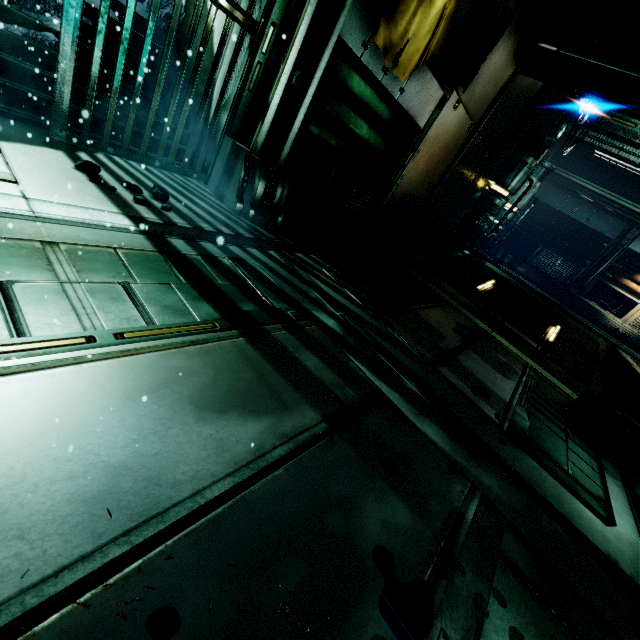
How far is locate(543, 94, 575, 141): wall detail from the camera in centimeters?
840cm

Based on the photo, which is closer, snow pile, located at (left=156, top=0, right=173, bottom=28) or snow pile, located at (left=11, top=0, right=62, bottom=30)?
snow pile, located at (left=11, top=0, right=62, bottom=30)

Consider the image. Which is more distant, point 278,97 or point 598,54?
point 598,54

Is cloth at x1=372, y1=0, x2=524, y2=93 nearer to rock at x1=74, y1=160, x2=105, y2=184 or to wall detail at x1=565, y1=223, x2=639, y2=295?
rock at x1=74, y1=160, x2=105, y2=184

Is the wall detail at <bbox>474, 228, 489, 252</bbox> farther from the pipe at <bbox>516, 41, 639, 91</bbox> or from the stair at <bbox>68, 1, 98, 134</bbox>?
the stair at <bbox>68, 1, 98, 134</bbox>

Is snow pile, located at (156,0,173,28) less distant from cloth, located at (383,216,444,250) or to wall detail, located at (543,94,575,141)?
cloth, located at (383,216,444,250)

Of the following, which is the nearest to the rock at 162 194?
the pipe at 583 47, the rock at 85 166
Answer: the rock at 85 166

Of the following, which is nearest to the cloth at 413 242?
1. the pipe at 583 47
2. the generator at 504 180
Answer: the generator at 504 180
